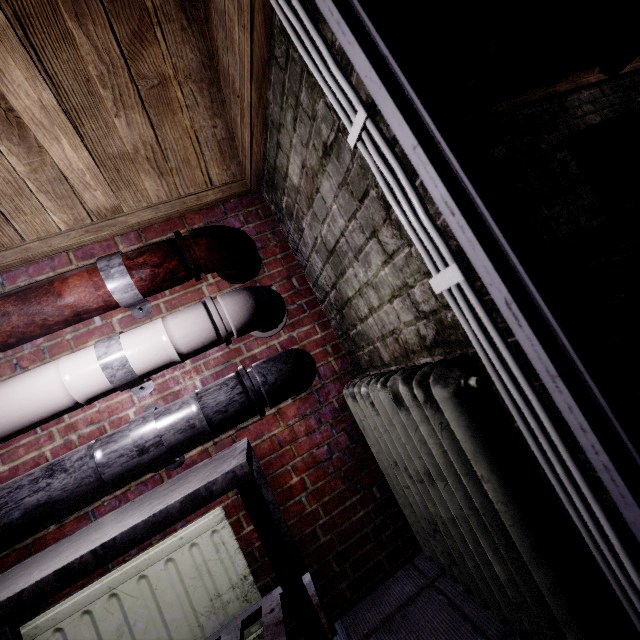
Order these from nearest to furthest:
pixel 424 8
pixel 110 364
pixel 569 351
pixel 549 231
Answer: pixel 569 351 → pixel 110 364 → pixel 424 8 → pixel 549 231

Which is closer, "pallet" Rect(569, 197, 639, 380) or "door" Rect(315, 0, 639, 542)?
"door" Rect(315, 0, 639, 542)

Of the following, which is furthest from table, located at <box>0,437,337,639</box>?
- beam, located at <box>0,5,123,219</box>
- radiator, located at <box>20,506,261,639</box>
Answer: beam, located at <box>0,5,123,219</box>

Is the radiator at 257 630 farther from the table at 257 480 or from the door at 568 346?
the door at 568 346

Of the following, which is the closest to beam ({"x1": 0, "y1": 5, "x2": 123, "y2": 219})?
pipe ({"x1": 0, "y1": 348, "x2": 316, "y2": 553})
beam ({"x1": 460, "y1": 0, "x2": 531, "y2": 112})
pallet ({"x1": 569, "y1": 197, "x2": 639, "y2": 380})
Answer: beam ({"x1": 460, "y1": 0, "x2": 531, "y2": 112})

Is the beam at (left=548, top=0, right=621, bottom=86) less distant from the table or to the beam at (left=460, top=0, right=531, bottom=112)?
the beam at (left=460, top=0, right=531, bottom=112)

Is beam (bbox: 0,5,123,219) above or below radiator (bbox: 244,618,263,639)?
above

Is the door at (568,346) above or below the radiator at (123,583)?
above
